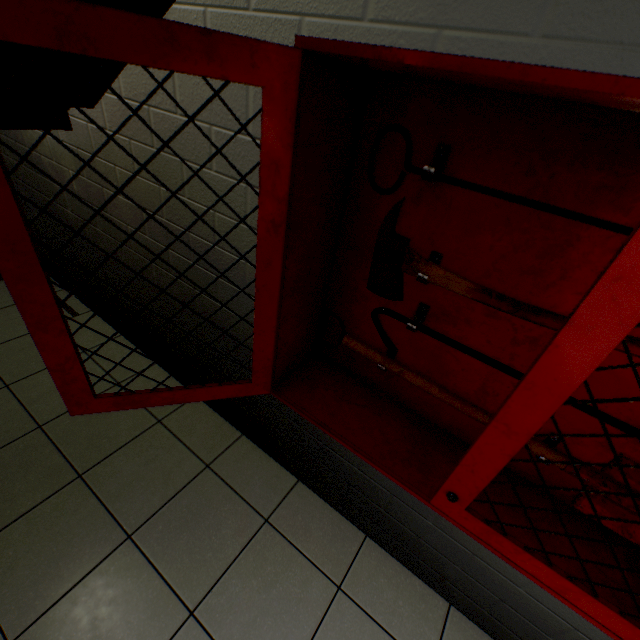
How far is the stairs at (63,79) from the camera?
1.18m

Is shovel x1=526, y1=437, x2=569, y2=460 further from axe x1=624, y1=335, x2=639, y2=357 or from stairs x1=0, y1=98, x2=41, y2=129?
stairs x1=0, y1=98, x2=41, y2=129

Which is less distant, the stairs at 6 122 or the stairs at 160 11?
the stairs at 160 11

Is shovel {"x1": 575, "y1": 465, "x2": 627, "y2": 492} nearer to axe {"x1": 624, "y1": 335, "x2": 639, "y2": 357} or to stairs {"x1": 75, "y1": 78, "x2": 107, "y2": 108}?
axe {"x1": 624, "y1": 335, "x2": 639, "y2": 357}

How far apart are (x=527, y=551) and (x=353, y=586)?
1.2 meters

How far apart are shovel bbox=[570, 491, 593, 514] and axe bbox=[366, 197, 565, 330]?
0.2 meters

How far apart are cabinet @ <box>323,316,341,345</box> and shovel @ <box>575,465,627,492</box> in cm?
3
